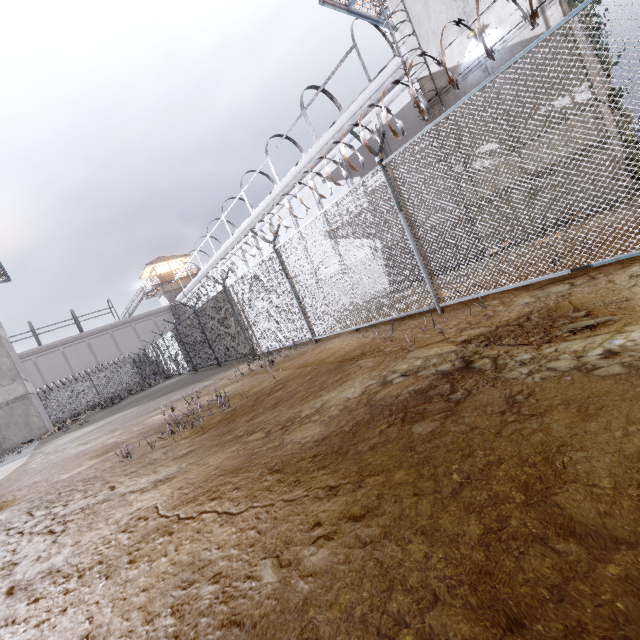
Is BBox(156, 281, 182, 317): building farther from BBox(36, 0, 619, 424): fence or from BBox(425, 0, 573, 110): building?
BBox(425, 0, 573, 110): building

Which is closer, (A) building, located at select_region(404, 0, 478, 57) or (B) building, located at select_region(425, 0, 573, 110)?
(B) building, located at select_region(425, 0, 573, 110)

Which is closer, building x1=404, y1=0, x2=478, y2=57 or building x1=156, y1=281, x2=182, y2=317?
building x1=404, y1=0, x2=478, y2=57

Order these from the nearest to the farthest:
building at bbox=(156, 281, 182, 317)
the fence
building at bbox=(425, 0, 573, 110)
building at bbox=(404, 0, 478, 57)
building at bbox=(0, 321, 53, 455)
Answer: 1. the fence
2. building at bbox=(425, 0, 573, 110)
3. building at bbox=(404, 0, 478, 57)
4. building at bbox=(0, 321, 53, 455)
5. building at bbox=(156, 281, 182, 317)

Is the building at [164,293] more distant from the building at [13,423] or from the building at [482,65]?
the building at [482,65]

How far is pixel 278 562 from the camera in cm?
146

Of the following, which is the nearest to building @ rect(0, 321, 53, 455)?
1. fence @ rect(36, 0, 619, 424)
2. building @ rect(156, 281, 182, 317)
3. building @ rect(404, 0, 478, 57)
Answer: Result: fence @ rect(36, 0, 619, 424)

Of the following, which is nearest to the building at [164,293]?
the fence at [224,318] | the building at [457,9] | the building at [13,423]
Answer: the fence at [224,318]
